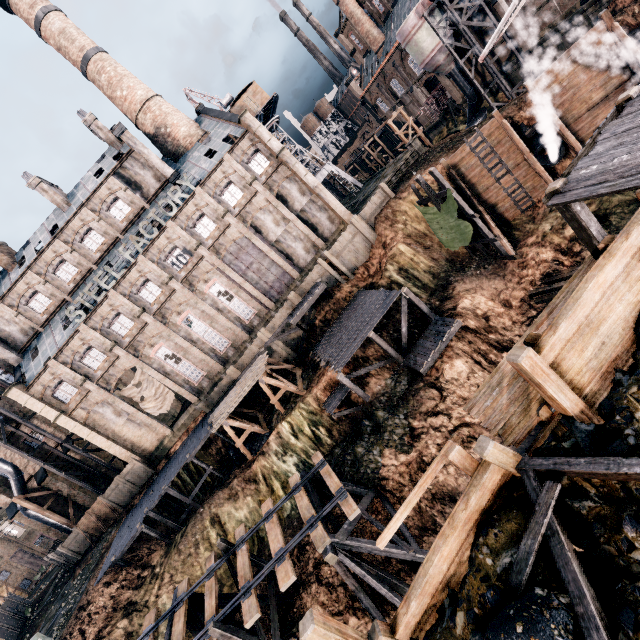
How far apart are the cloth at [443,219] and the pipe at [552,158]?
6.5m

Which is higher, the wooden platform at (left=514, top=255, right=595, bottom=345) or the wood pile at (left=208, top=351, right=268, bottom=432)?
the wood pile at (left=208, top=351, right=268, bottom=432)

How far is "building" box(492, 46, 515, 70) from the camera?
38.75m

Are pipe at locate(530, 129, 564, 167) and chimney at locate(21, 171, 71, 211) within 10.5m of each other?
no

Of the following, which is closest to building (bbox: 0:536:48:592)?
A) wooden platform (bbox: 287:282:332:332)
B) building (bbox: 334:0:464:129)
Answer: wooden platform (bbox: 287:282:332:332)

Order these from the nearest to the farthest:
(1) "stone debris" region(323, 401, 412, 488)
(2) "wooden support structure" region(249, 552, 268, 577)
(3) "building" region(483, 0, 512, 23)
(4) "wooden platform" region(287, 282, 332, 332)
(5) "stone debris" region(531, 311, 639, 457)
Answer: (5) "stone debris" region(531, 311, 639, 457) < (2) "wooden support structure" region(249, 552, 268, 577) < (1) "stone debris" region(323, 401, 412, 488) < (4) "wooden platform" region(287, 282, 332, 332) < (3) "building" region(483, 0, 512, 23)

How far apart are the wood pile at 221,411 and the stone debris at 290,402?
3.5 meters

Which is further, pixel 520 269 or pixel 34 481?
pixel 34 481
